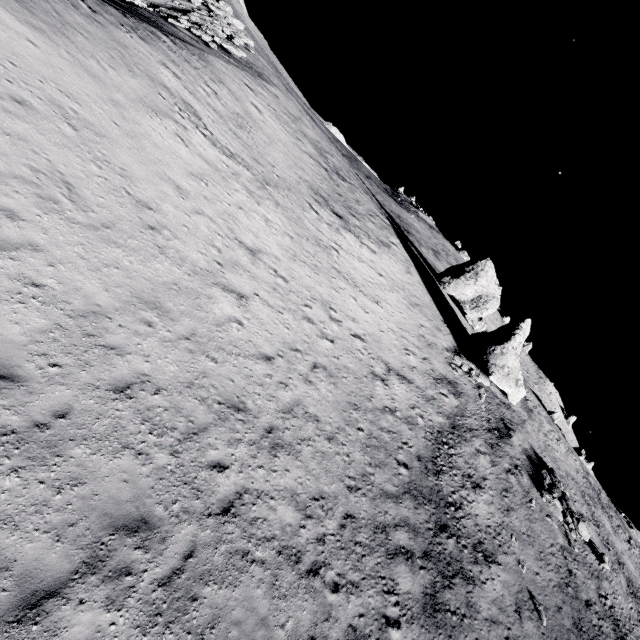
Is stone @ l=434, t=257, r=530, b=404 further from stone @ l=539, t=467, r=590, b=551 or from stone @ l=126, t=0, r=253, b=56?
stone @ l=126, t=0, r=253, b=56

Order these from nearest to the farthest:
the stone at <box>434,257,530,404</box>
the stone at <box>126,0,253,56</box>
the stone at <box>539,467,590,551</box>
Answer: the stone at <box>539,467,590,551</box> < the stone at <box>126,0,253,56</box> < the stone at <box>434,257,530,404</box>

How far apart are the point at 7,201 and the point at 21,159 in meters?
1.6 m

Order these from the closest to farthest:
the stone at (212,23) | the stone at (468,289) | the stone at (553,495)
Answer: the stone at (553,495) → the stone at (212,23) → the stone at (468,289)

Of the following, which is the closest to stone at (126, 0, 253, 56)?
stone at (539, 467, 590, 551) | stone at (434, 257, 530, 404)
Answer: stone at (434, 257, 530, 404)

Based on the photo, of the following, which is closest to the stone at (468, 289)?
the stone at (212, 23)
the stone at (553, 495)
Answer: the stone at (553, 495)
